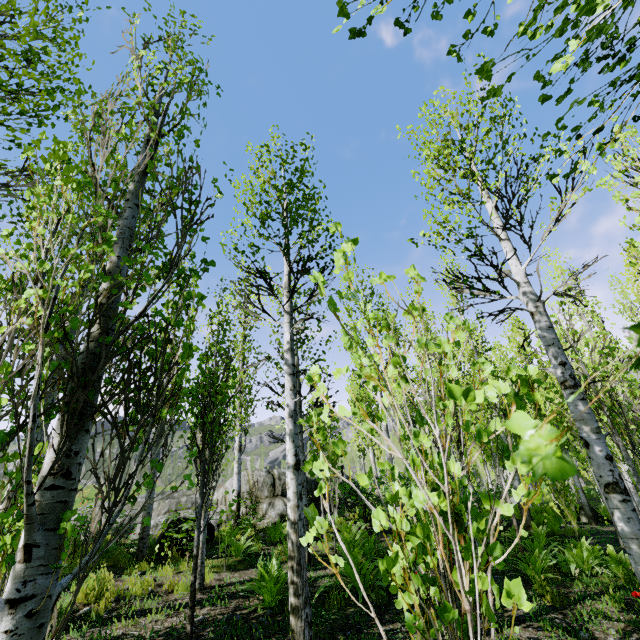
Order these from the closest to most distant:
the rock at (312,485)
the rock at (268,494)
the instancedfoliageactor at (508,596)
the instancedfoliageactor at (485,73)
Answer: the instancedfoliageactor at (508,596), the instancedfoliageactor at (485,73), the rock at (268,494), the rock at (312,485)

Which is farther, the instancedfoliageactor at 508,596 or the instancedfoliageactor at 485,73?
the instancedfoliageactor at 485,73

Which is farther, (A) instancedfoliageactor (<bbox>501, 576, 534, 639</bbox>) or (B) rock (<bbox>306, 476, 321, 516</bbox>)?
(B) rock (<bbox>306, 476, 321, 516</bbox>)

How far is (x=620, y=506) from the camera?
3.27m

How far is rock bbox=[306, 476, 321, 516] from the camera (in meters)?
14.05

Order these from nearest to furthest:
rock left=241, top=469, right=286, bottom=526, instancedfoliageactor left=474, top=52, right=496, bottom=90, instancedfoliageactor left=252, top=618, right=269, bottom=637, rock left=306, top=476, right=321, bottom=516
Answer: instancedfoliageactor left=474, top=52, right=496, bottom=90 → instancedfoliageactor left=252, top=618, right=269, bottom=637 → rock left=241, top=469, right=286, bottom=526 → rock left=306, top=476, right=321, bottom=516
